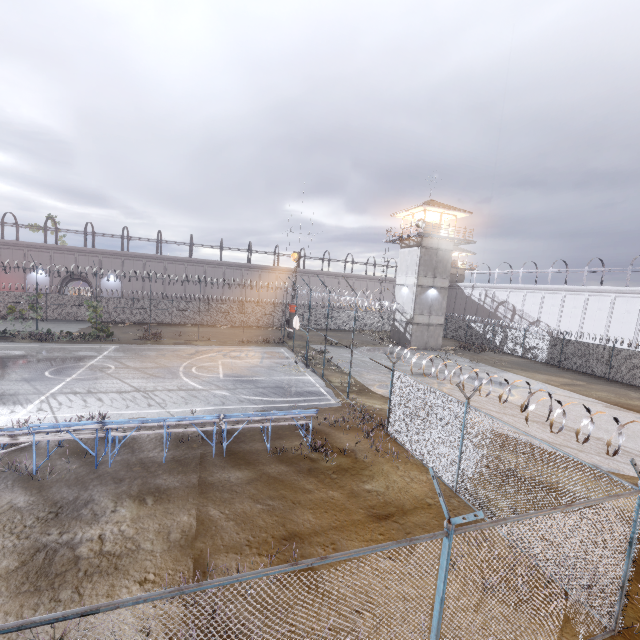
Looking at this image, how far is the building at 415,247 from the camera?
33.4m

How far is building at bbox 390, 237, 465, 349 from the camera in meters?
33.4

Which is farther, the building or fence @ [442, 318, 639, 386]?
the building

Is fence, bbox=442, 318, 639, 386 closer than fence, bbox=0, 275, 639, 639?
No

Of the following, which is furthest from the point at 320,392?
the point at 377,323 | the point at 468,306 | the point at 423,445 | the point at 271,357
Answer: the point at 468,306

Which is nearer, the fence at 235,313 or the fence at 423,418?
the fence at 423,418

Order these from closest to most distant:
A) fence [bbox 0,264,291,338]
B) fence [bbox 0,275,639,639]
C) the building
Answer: fence [bbox 0,275,639,639], fence [bbox 0,264,291,338], the building
